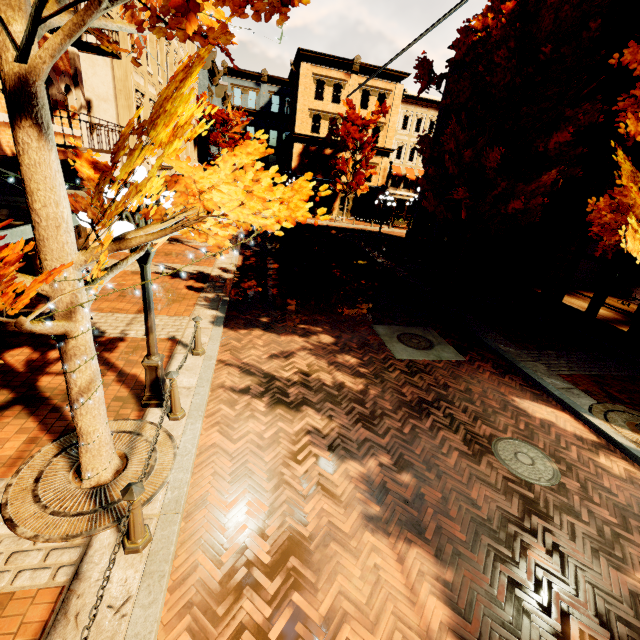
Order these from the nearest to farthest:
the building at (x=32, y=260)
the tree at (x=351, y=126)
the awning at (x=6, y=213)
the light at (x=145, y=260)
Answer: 1. the awning at (x=6, y=213)
2. the light at (x=145, y=260)
3. the building at (x=32, y=260)
4. the tree at (x=351, y=126)

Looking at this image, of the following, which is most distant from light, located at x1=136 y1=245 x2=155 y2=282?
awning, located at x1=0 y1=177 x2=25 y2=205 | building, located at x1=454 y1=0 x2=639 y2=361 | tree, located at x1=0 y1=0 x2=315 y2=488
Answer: building, located at x1=454 y1=0 x2=639 y2=361

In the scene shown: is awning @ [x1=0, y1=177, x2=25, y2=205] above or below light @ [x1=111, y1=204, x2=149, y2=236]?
below

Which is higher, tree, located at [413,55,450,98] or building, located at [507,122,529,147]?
tree, located at [413,55,450,98]

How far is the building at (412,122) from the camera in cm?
2005

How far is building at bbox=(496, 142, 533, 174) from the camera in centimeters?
1427cm

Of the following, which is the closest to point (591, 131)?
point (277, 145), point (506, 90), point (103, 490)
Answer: point (506, 90)

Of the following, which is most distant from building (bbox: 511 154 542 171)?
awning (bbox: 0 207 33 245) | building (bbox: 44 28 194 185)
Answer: building (bbox: 44 28 194 185)
